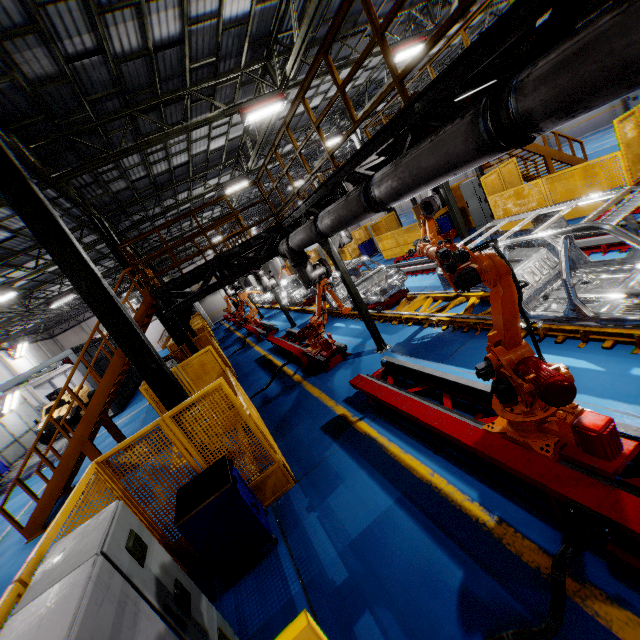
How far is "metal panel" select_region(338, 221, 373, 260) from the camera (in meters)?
23.16

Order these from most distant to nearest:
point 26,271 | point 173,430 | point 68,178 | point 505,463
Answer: point 26,271 < point 68,178 < point 173,430 < point 505,463

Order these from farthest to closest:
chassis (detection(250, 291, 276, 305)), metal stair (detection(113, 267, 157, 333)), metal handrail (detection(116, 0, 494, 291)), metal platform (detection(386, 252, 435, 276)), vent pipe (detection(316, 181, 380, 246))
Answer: chassis (detection(250, 291, 276, 305))
metal platform (detection(386, 252, 435, 276))
metal stair (detection(113, 267, 157, 333))
vent pipe (detection(316, 181, 380, 246))
metal handrail (detection(116, 0, 494, 291))

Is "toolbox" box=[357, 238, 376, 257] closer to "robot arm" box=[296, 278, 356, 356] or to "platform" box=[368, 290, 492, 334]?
"platform" box=[368, 290, 492, 334]

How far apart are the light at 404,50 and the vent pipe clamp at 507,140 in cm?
1264

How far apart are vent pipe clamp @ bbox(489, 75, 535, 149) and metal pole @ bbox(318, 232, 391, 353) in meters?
4.9

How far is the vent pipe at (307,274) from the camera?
8.56m

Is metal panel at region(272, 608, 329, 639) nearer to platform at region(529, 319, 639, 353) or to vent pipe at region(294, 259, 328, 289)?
vent pipe at region(294, 259, 328, 289)
